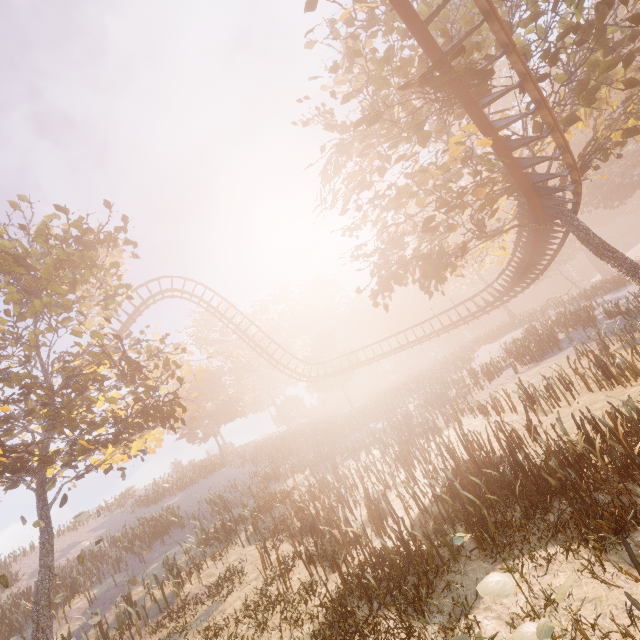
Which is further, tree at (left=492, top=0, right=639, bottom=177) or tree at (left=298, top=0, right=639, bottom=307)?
tree at (left=298, top=0, right=639, bottom=307)

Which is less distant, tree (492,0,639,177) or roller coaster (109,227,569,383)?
tree (492,0,639,177)

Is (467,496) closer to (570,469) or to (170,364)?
(570,469)

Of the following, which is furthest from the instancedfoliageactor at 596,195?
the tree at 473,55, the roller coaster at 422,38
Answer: the roller coaster at 422,38

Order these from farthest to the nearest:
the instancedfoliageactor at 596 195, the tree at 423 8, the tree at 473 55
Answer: the instancedfoliageactor at 596 195
the tree at 423 8
the tree at 473 55

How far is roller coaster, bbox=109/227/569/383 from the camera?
17.7 meters

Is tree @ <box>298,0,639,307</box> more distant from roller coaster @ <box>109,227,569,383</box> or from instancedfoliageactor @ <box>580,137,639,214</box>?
instancedfoliageactor @ <box>580,137,639,214</box>
